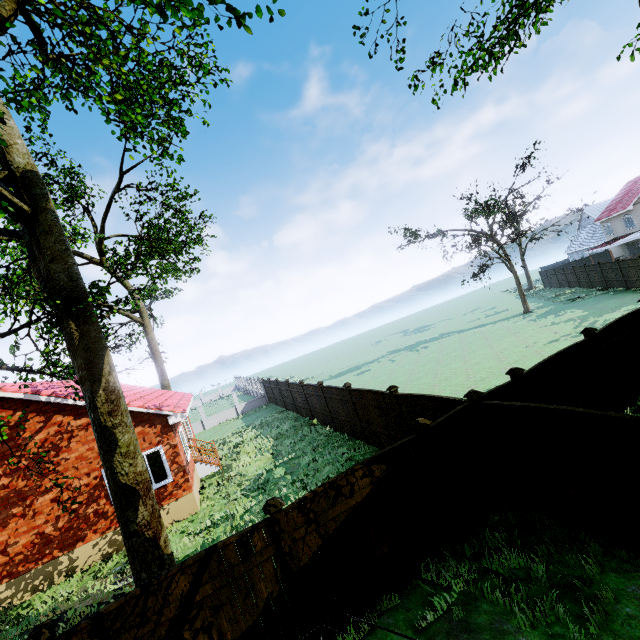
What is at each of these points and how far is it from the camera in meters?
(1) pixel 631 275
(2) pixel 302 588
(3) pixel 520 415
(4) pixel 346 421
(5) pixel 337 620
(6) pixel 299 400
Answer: (1) fence, 23.5 m
(2) fence post, 5.1 m
(3) fence, 6.0 m
(4) fence, 14.3 m
(5) fence, 5.3 m
(6) fence, 20.6 m

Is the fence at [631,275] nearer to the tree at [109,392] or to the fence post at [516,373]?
the fence post at [516,373]

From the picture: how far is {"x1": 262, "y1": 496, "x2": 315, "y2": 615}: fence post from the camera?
5.1 meters

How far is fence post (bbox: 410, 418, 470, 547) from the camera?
6.2 meters

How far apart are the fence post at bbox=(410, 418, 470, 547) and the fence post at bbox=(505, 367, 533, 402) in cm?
259

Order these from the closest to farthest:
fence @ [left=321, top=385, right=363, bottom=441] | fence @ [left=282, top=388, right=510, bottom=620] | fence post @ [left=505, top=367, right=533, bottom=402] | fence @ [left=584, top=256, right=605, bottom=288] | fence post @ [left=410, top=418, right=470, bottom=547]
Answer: fence @ [left=282, top=388, right=510, bottom=620] → fence post @ [left=410, top=418, right=470, bottom=547] → fence post @ [left=505, top=367, right=533, bottom=402] → fence @ [left=321, top=385, right=363, bottom=441] → fence @ [left=584, top=256, right=605, bottom=288]

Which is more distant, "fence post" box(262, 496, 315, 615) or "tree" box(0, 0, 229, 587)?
"tree" box(0, 0, 229, 587)
